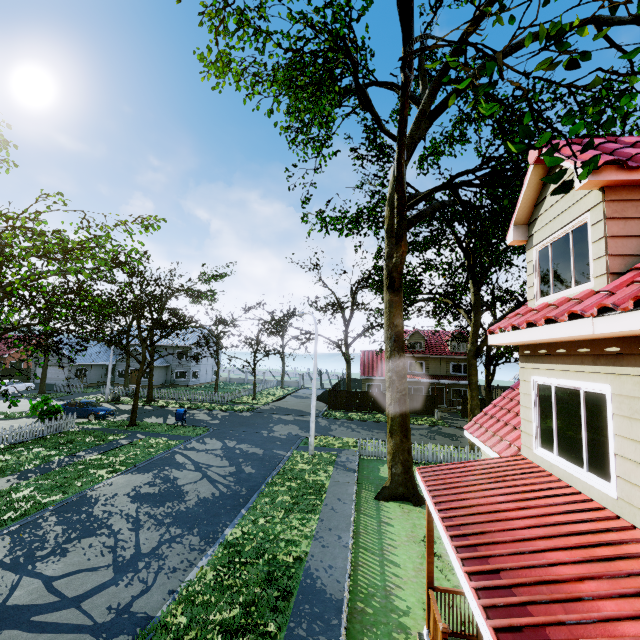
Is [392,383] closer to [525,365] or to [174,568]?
[525,365]

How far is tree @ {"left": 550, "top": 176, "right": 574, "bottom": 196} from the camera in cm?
333

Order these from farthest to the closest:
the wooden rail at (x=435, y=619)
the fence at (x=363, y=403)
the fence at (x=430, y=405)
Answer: the fence at (x=363, y=403) < the fence at (x=430, y=405) < the wooden rail at (x=435, y=619)

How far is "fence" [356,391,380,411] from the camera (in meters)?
34.41

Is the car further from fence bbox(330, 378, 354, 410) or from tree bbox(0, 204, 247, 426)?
fence bbox(330, 378, 354, 410)

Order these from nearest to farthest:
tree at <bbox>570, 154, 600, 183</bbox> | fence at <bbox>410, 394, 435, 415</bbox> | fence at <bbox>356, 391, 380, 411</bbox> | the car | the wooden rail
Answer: tree at <bbox>570, 154, 600, 183</bbox>
the wooden rail
the car
fence at <bbox>410, 394, 435, 415</bbox>
fence at <bbox>356, 391, 380, 411</bbox>

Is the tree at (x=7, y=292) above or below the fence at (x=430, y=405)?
above

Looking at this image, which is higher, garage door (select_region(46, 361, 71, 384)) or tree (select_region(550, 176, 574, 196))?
tree (select_region(550, 176, 574, 196))
